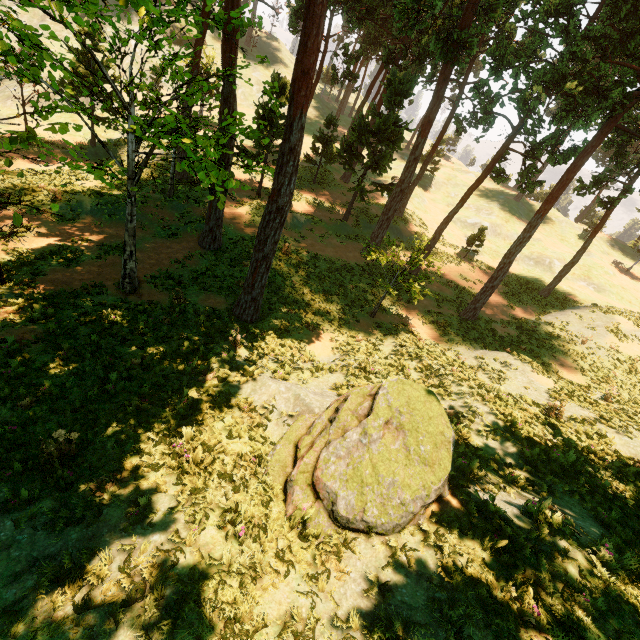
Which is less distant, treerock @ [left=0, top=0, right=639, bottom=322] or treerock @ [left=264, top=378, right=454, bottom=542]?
treerock @ [left=264, top=378, right=454, bottom=542]

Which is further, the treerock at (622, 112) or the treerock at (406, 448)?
the treerock at (622, 112)

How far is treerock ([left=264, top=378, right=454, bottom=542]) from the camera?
6.1 meters

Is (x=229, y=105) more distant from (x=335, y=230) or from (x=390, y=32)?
(x=390, y=32)

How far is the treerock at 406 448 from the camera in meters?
6.1 m
